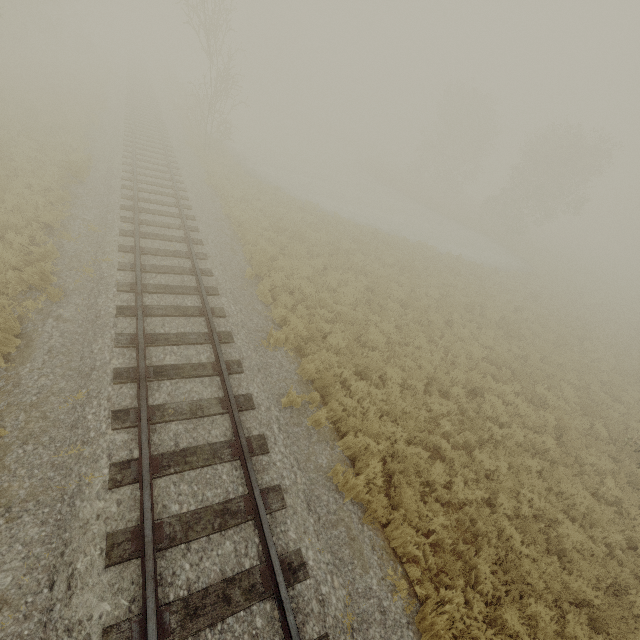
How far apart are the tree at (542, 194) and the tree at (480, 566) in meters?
36.7 m

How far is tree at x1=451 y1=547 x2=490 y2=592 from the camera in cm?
581

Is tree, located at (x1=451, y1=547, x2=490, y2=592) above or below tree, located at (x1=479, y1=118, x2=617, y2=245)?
below

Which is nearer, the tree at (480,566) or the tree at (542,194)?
the tree at (480,566)

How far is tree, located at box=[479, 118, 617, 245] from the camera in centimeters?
2980cm

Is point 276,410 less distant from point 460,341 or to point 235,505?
point 235,505

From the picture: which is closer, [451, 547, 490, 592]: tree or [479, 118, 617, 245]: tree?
[451, 547, 490, 592]: tree

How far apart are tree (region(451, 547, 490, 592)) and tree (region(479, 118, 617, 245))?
36.7m
